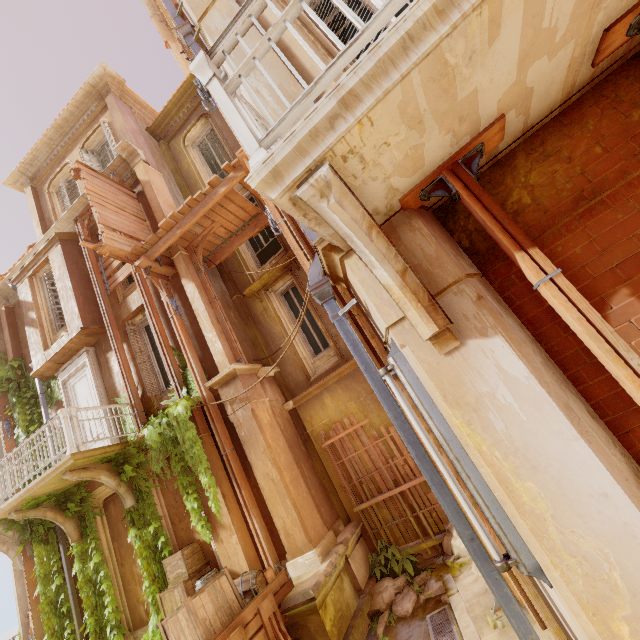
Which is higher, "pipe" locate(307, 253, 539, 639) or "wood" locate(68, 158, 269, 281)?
"wood" locate(68, 158, 269, 281)

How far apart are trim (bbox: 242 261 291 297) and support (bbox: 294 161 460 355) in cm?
679

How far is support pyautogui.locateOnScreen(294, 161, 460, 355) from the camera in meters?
1.7

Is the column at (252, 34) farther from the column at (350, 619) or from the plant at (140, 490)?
the column at (350, 619)

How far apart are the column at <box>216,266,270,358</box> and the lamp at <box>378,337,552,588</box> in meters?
7.1

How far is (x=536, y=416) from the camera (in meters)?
2.02

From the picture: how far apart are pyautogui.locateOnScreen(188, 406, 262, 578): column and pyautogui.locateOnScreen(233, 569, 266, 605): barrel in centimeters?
11cm

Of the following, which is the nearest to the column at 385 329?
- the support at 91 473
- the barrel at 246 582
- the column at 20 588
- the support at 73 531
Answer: the barrel at 246 582
